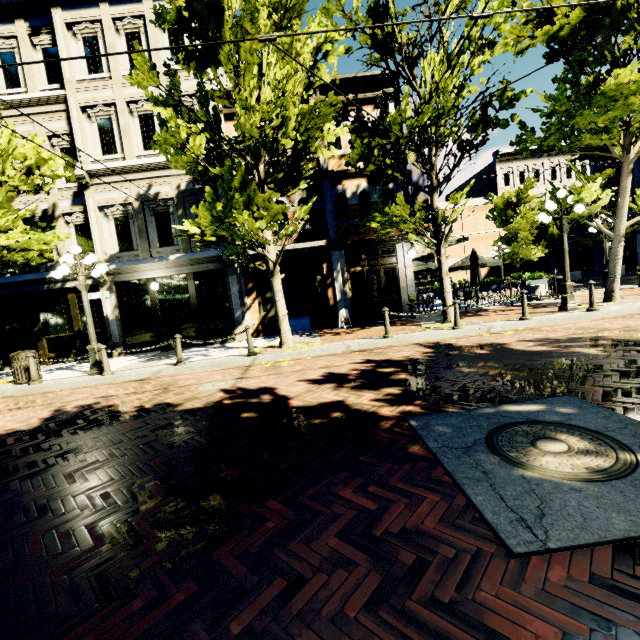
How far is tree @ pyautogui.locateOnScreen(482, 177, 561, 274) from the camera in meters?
24.0 m

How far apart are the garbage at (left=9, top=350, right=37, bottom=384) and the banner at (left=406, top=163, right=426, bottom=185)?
13.73m

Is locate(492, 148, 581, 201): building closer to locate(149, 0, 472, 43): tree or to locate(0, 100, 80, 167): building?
locate(149, 0, 472, 43): tree

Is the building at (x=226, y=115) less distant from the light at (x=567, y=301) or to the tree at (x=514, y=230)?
the tree at (x=514, y=230)

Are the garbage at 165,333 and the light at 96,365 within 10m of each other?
yes

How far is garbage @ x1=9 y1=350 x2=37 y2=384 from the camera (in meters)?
8.98

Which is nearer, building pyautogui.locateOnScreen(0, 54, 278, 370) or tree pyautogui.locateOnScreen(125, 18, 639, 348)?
tree pyautogui.locateOnScreen(125, 18, 639, 348)

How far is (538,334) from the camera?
7.7 meters
